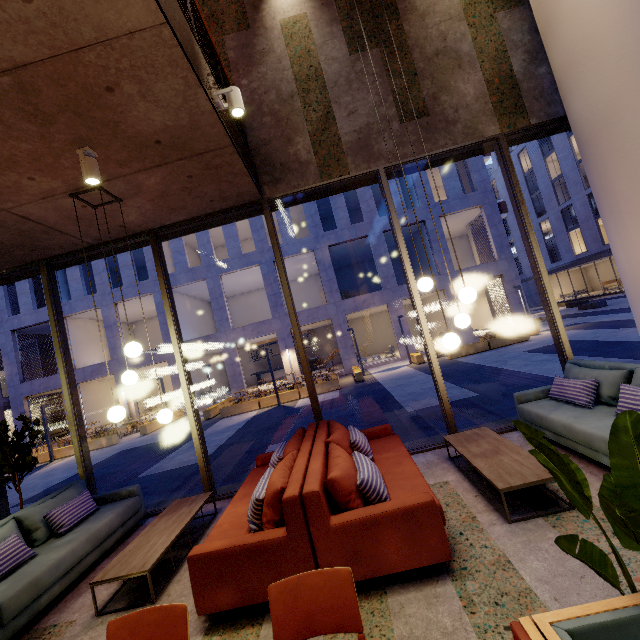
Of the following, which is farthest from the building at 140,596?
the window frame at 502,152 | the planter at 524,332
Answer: the planter at 524,332

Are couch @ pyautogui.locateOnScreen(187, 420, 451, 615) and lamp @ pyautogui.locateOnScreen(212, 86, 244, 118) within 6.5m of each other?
yes

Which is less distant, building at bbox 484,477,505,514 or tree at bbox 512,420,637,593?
tree at bbox 512,420,637,593

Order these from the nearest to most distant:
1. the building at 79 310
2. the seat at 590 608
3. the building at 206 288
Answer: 1. the seat at 590 608
2. the building at 206 288
3. the building at 79 310

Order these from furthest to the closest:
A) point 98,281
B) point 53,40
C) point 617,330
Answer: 1. point 98,281
2. point 617,330
3. point 53,40

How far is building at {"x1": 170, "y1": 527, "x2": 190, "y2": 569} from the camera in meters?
3.7 m

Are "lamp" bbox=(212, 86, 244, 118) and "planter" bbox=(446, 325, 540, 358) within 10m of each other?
no

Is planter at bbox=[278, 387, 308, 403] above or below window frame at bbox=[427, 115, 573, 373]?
below
